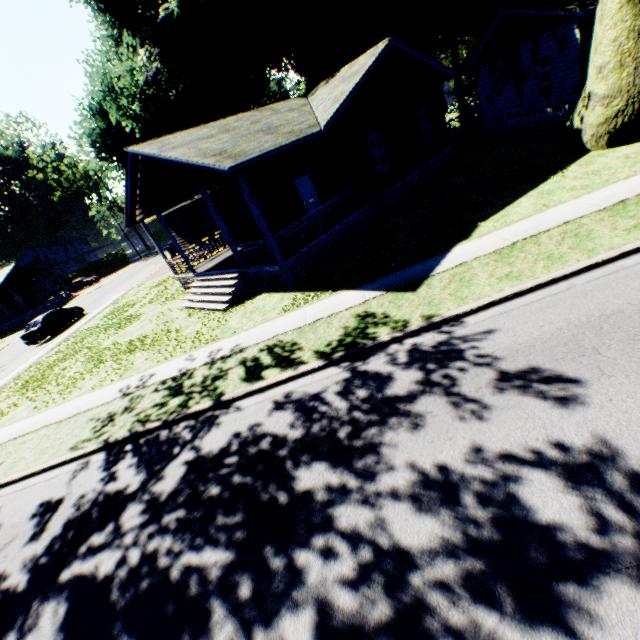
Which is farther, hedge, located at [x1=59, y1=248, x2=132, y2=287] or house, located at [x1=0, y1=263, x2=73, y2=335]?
hedge, located at [x1=59, y1=248, x2=132, y2=287]

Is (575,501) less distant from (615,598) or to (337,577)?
(615,598)

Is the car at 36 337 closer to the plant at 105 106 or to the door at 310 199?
the plant at 105 106

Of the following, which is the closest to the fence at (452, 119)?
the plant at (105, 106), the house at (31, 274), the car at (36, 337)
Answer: the plant at (105, 106)

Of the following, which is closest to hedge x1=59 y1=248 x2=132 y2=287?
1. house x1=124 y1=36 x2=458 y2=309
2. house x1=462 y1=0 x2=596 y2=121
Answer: house x1=124 y1=36 x2=458 y2=309

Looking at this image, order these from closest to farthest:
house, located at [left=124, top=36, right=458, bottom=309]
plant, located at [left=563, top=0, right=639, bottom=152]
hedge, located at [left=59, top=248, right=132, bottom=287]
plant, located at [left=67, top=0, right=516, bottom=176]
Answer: plant, located at [left=563, top=0, right=639, bottom=152] → house, located at [left=124, top=36, right=458, bottom=309] → plant, located at [left=67, top=0, right=516, bottom=176] → hedge, located at [left=59, top=248, right=132, bottom=287]

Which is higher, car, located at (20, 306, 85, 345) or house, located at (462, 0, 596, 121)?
house, located at (462, 0, 596, 121)

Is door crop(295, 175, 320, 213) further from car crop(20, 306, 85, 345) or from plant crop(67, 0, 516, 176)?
car crop(20, 306, 85, 345)
